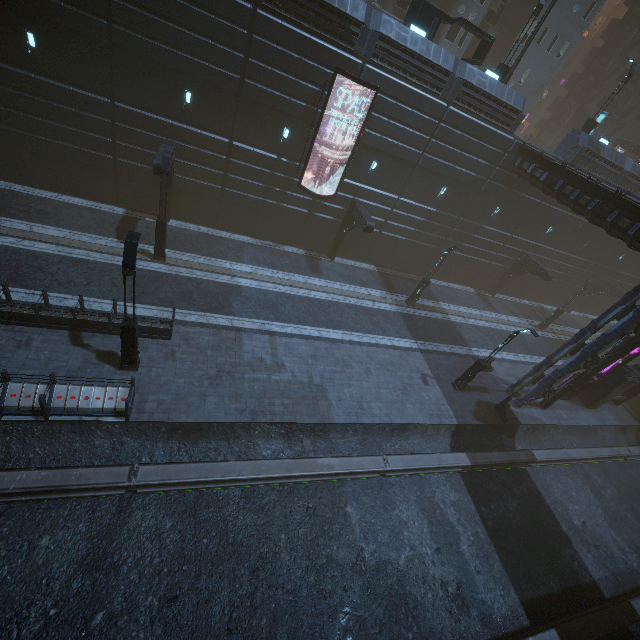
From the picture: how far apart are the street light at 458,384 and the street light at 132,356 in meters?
16.7 m

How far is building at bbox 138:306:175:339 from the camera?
13.7 meters

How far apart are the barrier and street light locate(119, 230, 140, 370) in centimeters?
1930cm

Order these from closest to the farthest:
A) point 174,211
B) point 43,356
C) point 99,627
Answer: point 99,627 → point 43,356 → point 174,211

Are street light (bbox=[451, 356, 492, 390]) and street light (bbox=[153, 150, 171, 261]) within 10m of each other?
no

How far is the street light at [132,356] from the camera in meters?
9.8 m

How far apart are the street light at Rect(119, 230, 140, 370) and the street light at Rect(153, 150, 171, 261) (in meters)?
6.68

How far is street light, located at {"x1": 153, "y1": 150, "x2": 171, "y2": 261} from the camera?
15.0m
